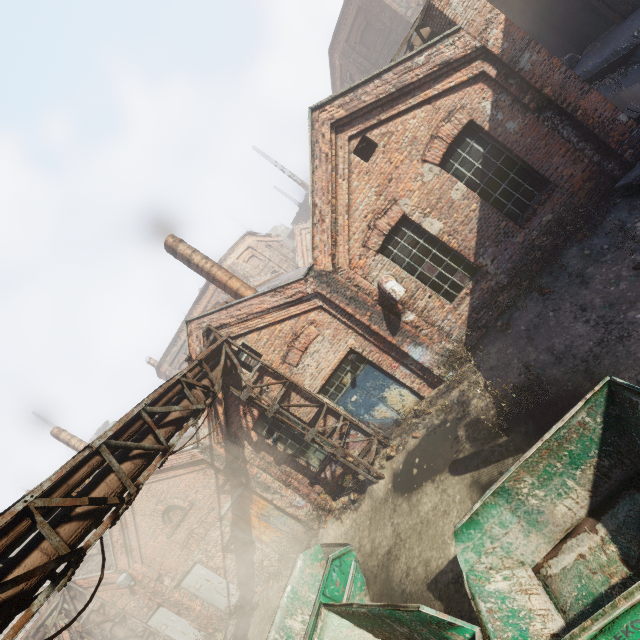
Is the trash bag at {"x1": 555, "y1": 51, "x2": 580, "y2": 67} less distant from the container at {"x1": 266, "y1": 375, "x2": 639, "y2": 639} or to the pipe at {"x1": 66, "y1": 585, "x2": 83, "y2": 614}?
the container at {"x1": 266, "y1": 375, "x2": 639, "y2": 639}

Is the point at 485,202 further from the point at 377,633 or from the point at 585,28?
the point at 585,28

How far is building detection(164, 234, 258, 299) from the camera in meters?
11.6 m

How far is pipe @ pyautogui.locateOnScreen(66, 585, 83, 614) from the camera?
12.62m

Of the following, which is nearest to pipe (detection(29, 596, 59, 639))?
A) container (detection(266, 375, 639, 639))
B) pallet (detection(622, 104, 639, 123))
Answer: container (detection(266, 375, 639, 639))

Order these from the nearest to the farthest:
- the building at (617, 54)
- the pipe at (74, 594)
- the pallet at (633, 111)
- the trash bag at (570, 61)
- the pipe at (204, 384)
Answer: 1. the pipe at (204, 384)
2. the pallet at (633, 111)
3. the building at (617, 54)
4. the pipe at (74, 594)
5. the trash bag at (570, 61)

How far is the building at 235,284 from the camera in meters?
11.6

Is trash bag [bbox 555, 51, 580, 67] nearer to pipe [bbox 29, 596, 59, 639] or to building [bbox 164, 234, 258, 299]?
building [bbox 164, 234, 258, 299]
